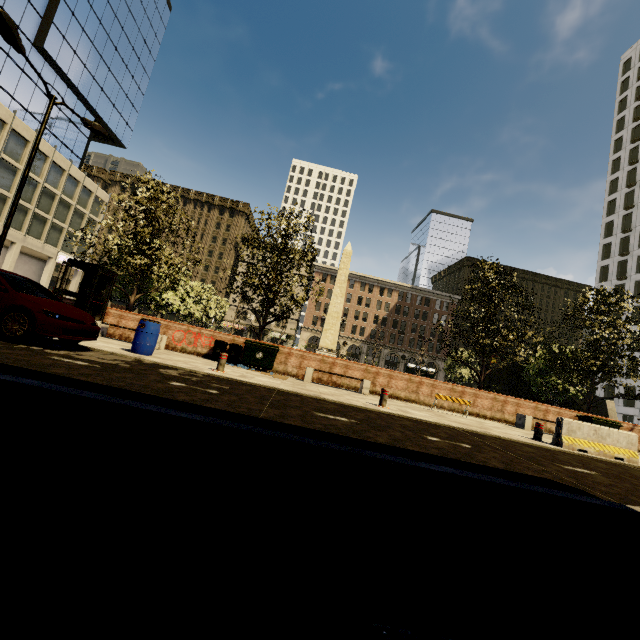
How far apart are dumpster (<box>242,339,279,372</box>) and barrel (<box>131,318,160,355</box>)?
3.65m

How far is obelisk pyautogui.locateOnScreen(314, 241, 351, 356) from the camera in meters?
27.8 m

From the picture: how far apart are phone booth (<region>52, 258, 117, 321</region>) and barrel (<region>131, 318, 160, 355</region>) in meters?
4.5

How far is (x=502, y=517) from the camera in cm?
281

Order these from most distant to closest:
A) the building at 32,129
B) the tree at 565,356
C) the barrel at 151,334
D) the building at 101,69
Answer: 1. the building at 101,69
2. the building at 32,129
3. the tree at 565,356
4. the barrel at 151,334

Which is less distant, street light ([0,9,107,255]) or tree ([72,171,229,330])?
street light ([0,9,107,255])

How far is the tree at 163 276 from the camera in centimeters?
1462cm

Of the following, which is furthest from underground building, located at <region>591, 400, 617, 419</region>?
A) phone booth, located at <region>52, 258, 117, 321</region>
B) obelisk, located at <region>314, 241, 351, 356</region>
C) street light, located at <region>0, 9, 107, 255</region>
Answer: street light, located at <region>0, 9, 107, 255</region>
